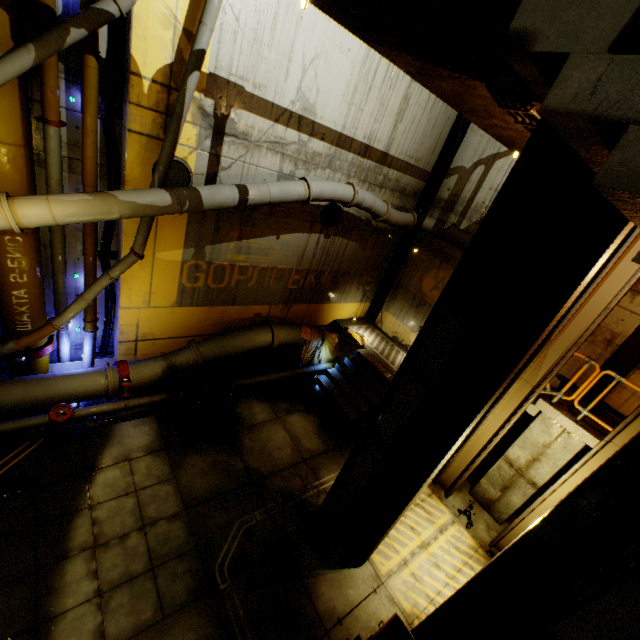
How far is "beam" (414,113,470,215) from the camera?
10.66m

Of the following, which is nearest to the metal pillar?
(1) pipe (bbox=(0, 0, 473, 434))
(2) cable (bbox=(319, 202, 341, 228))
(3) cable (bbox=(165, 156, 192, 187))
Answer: (1) pipe (bbox=(0, 0, 473, 434))

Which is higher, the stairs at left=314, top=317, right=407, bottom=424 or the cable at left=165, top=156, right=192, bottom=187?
the cable at left=165, top=156, right=192, bottom=187

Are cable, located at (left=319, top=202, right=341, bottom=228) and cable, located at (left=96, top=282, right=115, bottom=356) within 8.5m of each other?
yes

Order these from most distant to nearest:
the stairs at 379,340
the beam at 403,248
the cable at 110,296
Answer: the beam at 403,248 → the stairs at 379,340 → the cable at 110,296

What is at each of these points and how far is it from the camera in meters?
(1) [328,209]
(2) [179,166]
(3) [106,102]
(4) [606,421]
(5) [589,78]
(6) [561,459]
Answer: (1) cable, 9.8
(2) cable, 6.9
(3) cable, 6.0
(4) stairs, 7.8
(5) stairs, 1.5
(6) metal pillar, 7.5

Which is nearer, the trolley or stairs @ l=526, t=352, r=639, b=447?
the trolley

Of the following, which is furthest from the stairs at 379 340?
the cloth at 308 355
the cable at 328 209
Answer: the cable at 328 209
